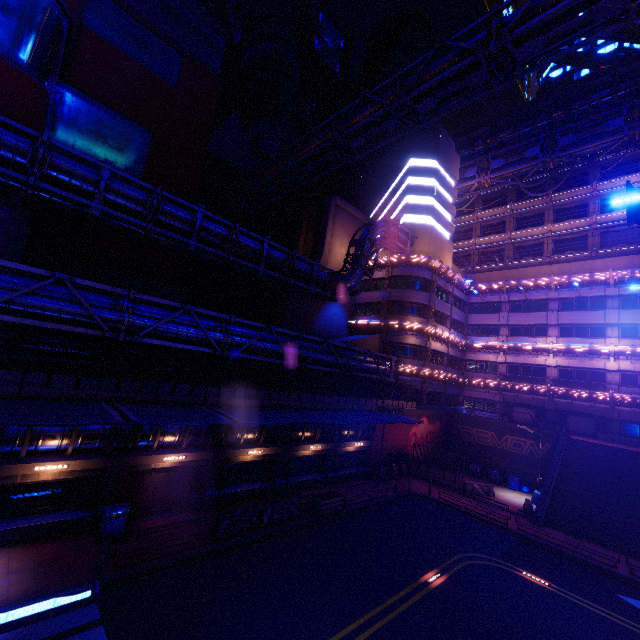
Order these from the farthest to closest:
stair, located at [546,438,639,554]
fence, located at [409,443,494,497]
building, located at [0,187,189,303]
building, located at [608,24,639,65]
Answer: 1. building, located at [608,24,639,65]
2. fence, located at [409,443,494,497]
3. stair, located at [546,438,639,554]
4. building, located at [0,187,189,303]

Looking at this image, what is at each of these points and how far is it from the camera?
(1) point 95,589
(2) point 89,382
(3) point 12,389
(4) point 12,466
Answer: (1) floor crosswalk, 10.9 meters
(2) fence, 14.2 meters
(3) fence, 12.5 meters
(4) beam, 12.4 meters

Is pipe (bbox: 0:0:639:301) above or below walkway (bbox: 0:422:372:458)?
above

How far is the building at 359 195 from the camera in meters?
38.8

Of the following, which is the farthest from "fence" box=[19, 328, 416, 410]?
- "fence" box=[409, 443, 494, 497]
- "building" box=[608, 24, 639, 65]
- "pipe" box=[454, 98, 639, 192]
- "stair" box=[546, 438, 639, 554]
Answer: "building" box=[608, 24, 639, 65]

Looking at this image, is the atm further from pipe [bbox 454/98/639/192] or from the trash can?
pipe [bbox 454/98/639/192]

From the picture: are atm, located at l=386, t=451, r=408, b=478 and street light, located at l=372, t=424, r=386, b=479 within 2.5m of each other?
yes

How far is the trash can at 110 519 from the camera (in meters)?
13.61
